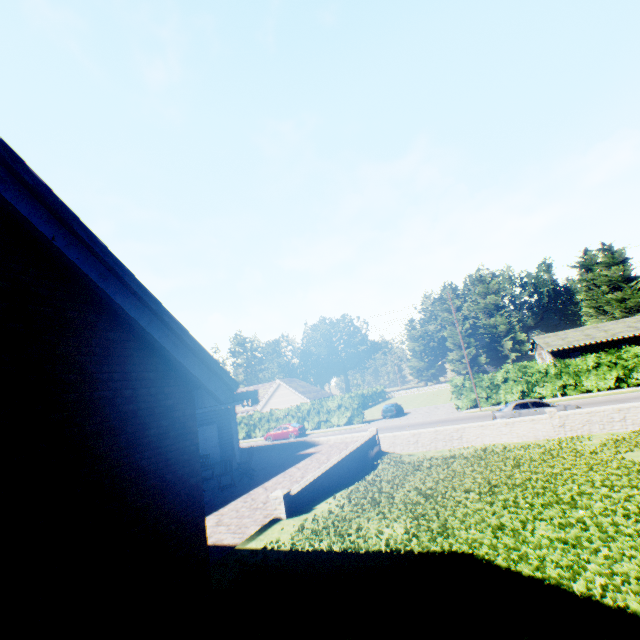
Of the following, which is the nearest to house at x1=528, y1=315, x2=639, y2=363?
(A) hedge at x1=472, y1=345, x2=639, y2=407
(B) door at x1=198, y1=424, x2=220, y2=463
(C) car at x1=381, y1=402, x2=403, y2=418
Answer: (A) hedge at x1=472, y1=345, x2=639, y2=407

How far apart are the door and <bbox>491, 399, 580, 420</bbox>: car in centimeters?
1746cm

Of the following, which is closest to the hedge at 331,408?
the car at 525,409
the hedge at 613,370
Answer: the hedge at 613,370

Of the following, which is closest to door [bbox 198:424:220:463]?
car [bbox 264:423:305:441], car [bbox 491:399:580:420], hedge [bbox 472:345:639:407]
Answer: car [bbox 264:423:305:441]

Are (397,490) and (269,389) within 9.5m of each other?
no

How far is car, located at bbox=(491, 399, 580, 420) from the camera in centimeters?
1928cm

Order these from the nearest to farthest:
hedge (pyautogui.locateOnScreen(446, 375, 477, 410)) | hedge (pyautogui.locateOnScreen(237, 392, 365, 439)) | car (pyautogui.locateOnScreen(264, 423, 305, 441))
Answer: hedge (pyautogui.locateOnScreen(446, 375, 477, 410)) < car (pyautogui.locateOnScreen(264, 423, 305, 441)) < hedge (pyautogui.locateOnScreen(237, 392, 365, 439))

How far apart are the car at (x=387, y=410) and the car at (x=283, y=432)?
9.04m
